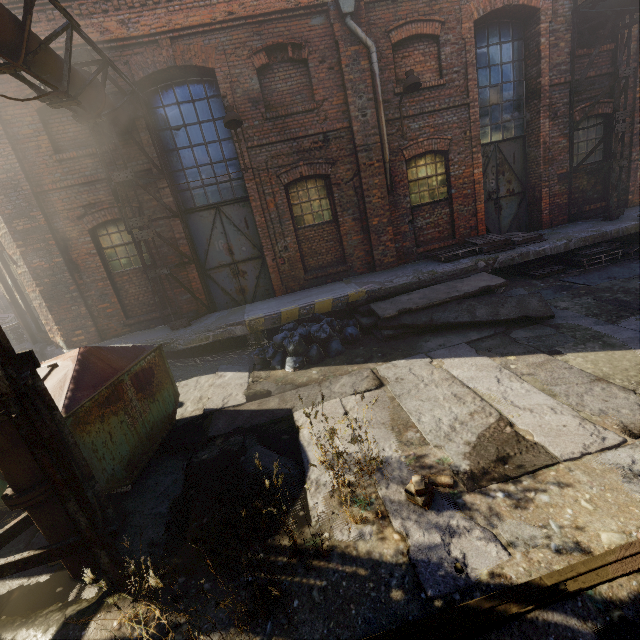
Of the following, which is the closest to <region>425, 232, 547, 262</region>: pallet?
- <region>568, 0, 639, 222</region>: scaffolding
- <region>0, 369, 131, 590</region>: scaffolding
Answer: <region>568, 0, 639, 222</region>: scaffolding

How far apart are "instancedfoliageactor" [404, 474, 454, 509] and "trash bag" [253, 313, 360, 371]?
3.1m

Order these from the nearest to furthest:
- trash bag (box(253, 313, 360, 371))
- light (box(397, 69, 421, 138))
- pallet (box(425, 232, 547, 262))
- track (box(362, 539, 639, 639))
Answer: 1. track (box(362, 539, 639, 639))
2. trash bag (box(253, 313, 360, 371))
3. light (box(397, 69, 421, 138))
4. pallet (box(425, 232, 547, 262))

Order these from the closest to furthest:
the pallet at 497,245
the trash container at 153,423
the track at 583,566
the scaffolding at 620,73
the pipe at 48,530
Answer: the track at 583,566, the pipe at 48,530, the trash container at 153,423, the scaffolding at 620,73, the pallet at 497,245

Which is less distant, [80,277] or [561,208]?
[80,277]

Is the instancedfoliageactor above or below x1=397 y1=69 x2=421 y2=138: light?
below

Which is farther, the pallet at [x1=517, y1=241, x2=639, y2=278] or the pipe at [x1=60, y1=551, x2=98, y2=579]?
the pallet at [x1=517, y1=241, x2=639, y2=278]

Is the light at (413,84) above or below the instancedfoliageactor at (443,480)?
above
